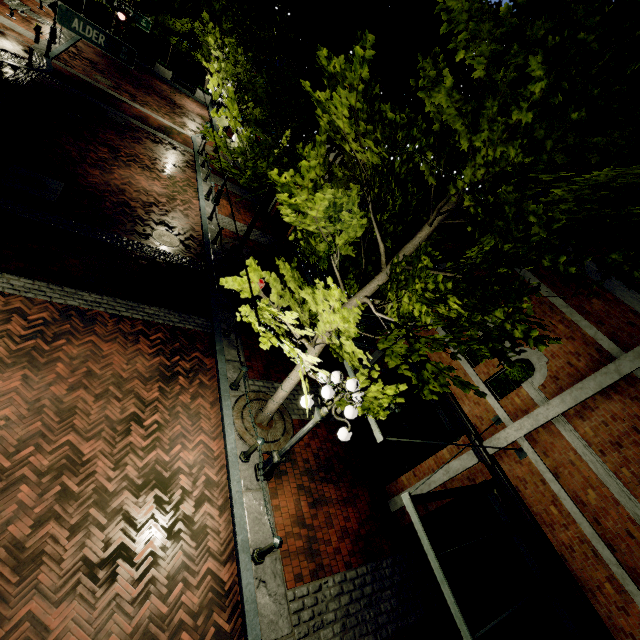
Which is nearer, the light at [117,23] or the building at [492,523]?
the building at [492,523]

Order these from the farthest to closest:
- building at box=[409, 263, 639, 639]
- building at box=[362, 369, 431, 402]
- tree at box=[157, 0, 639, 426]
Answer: building at box=[362, 369, 431, 402] → building at box=[409, 263, 639, 639] → tree at box=[157, 0, 639, 426]

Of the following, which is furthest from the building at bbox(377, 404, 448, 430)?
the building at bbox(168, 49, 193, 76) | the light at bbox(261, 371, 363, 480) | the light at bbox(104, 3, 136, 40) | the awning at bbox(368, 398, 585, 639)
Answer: the building at bbox(168, 49, 193, 76)

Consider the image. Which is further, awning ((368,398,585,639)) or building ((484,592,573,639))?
building ((484,592,573,639))

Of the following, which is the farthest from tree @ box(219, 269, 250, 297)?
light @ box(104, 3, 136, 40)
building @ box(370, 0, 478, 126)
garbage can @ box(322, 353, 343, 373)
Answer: light @ box(104, 3, 136, 40)

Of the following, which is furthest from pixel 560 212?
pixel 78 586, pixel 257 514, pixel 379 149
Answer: pixel 78 586

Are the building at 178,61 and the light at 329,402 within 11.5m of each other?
no

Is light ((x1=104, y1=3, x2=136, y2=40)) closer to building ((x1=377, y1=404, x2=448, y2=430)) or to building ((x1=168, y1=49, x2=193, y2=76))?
building ((x1=377, y1=404, x2=448, y2=430))
